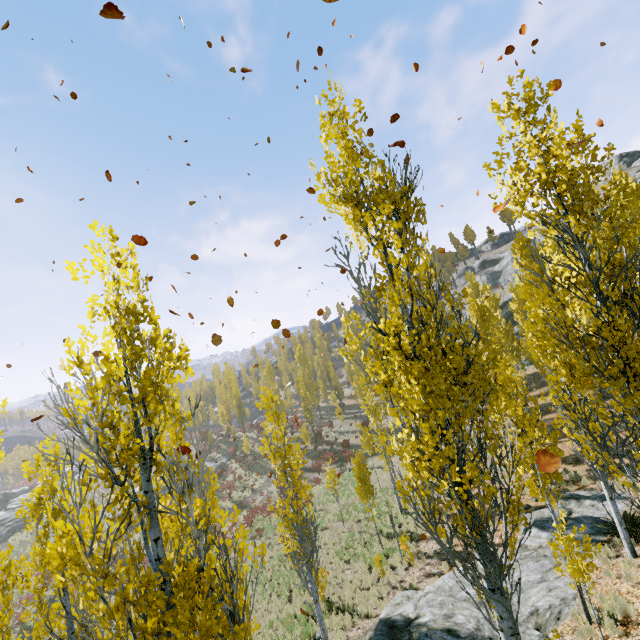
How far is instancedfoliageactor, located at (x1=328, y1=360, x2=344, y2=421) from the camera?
40.38m

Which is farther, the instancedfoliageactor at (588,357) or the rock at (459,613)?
the rock at (459,613)

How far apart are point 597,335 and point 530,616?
8.2m

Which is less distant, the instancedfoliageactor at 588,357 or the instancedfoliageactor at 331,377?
the instancedfoliageactor at 588,357

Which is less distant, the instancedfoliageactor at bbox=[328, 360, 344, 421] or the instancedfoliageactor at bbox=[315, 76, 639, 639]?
the instancedfoliageactor at bbox=[315, 76, 639, 639]

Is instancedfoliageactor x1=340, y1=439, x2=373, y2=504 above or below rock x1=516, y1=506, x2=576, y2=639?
above
